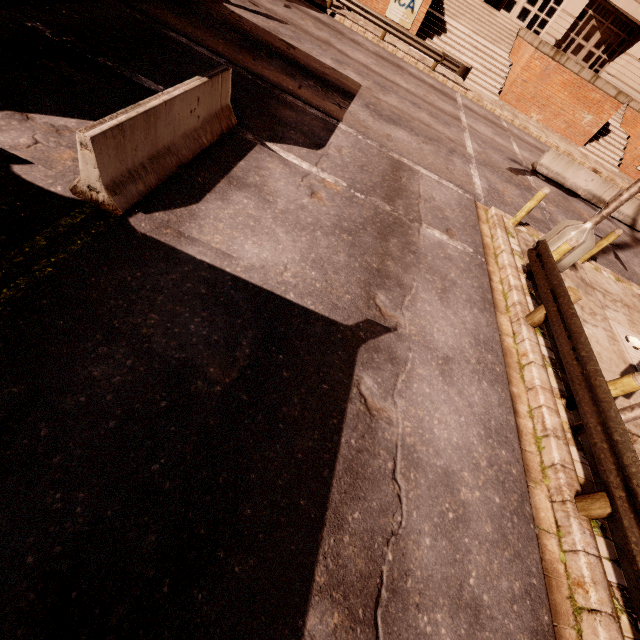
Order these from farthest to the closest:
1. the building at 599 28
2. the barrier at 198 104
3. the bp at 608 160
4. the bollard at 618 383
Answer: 1. the building at 599 28
2. the bp at 608 160
3. the bollard at 618 383
4. the barrier at 198 104

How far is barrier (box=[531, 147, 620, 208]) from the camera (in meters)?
14.53

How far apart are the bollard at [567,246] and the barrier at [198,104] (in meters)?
7.59

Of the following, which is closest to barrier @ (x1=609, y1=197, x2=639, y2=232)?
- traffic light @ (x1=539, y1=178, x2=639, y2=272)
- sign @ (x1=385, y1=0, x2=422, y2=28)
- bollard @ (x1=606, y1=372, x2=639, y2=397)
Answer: traffic light @ (x1=539, y1=178, x2=639, y2=272)

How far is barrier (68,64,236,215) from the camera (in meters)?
4.02

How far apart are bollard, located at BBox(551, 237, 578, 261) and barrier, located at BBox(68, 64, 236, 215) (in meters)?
7.59

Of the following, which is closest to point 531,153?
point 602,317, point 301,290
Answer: point 602,317

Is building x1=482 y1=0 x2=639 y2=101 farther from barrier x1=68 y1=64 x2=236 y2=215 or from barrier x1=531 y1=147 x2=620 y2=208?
barrier x1=68 y1=64 x2=236 y2=215
